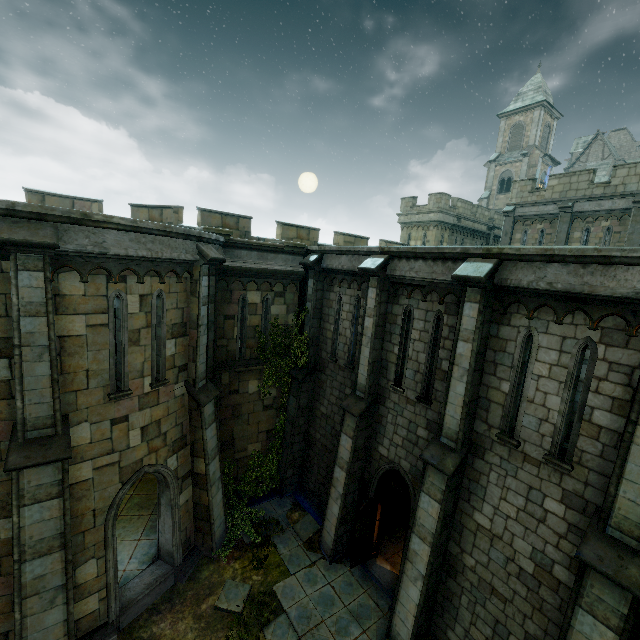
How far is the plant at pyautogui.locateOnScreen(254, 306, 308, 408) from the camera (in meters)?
12.52

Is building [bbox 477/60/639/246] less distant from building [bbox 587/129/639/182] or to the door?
the door

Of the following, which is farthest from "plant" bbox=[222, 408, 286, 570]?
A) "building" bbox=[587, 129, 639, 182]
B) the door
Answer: "building" bbox=[587, 129, 639, 182]

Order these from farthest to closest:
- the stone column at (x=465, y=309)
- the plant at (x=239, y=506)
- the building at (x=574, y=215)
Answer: the building at (x=574, y=215)
the plant at (x=239, y=506)
the stone column at (x=465, y=309)

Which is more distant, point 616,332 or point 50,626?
point 50,626

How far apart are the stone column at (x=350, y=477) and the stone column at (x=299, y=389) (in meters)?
2.50

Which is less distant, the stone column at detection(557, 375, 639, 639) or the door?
the stone column at detection(557, 375, 639, 639)

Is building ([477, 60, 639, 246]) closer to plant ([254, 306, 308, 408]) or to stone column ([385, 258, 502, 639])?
stone column ([385, 258, 502, 639])
